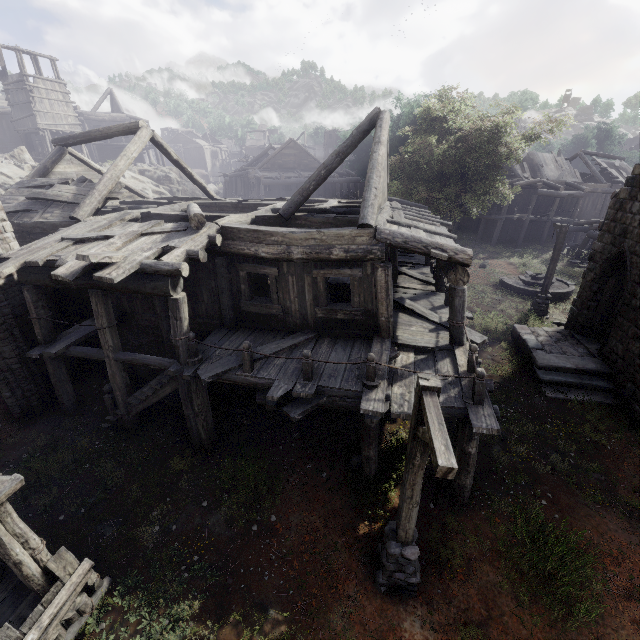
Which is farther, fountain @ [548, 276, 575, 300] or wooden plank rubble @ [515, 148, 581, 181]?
wooden plank rubble @ [515, 148, 581, 181]

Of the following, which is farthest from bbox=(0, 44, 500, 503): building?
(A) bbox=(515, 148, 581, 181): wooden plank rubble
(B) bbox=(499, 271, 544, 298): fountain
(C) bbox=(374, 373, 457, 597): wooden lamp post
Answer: (B) bbox=(499, 271, 544, 298): fountain

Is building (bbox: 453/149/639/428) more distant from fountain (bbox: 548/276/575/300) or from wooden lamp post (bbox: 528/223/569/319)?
fountain (bbox: 548/276/575/300)

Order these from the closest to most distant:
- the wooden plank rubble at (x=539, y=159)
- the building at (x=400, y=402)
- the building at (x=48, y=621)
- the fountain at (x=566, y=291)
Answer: the building at (x=48, y=621) → the building at (x=400, y=402) → the fountain at (x=566, y=291) → the wooden plank rubble at (x=539, y=159)

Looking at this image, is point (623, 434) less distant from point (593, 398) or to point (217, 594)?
point (593, 398)

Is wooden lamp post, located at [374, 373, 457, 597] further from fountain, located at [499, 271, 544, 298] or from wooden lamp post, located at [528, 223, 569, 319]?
fountain, located at [499, 271, 544, 298]

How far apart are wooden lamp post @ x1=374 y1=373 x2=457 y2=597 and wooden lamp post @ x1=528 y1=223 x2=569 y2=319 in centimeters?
1434cm

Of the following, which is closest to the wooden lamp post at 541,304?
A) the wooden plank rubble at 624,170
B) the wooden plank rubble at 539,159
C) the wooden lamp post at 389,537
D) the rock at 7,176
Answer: the wooden lamp post at 389,537
